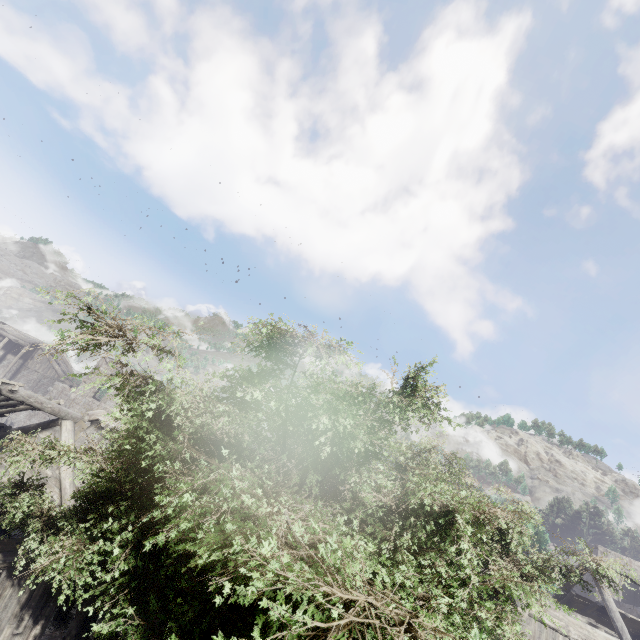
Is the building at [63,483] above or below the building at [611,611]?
below

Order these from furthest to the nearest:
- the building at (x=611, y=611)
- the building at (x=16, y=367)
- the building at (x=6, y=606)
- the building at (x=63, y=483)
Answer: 1. the building at (x=611, y=611)
2. the building at (x=16, y=367)
3. the building at (x=63, y=483)
4. the building at (x=6, y=606)

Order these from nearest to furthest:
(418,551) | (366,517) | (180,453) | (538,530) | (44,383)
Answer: (180,453) < (366,517) < (418,551) < (538,530) < (44,383)

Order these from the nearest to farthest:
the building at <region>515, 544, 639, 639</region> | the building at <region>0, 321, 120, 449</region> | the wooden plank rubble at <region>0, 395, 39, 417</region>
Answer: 1. the wooden plank rubble at <region>0, 395, 39, 417</region>
2. the building at <region>0, 321, 120, 449</region>
3. the building at <region>515, 544, 639, 639</region>

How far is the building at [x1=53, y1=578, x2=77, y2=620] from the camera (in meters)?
12.72

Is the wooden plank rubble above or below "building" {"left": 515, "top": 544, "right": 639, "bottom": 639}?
below

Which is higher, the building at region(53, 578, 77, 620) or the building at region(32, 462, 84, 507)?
the building at region(32, 462, 84, 507)
